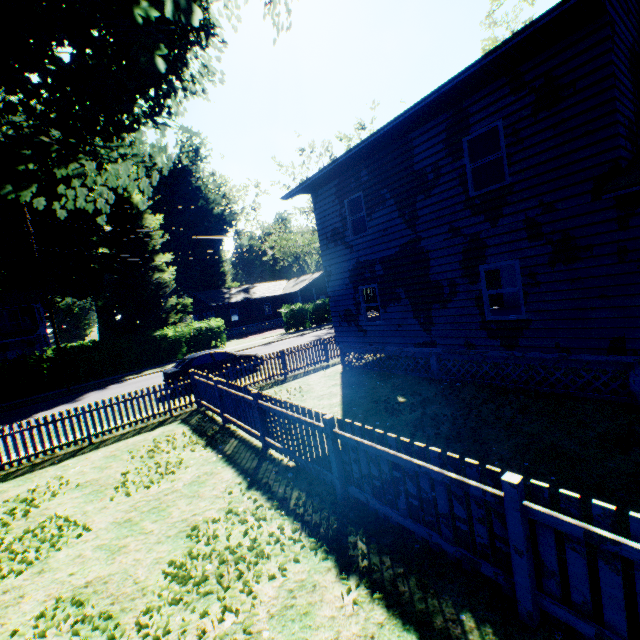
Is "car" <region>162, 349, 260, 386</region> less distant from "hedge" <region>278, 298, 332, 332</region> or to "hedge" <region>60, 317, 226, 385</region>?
"hedge" <region>60, 317, 226, 385</region>

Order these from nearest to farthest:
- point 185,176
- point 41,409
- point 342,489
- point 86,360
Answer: point 342,489
point 41,409
point 86,360
point 185,176

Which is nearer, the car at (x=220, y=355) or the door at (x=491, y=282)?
the car at (x=220, y=355)

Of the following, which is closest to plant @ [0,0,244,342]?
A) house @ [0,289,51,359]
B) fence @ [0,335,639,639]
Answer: fence @ [0,335,639,639]

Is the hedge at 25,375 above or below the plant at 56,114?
below

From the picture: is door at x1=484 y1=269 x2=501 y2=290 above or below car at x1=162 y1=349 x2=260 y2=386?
above

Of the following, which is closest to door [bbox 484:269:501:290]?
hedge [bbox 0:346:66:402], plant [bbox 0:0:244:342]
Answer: plant [bbox 0:0:244:342]

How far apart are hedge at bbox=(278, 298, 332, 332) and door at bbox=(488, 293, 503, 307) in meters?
19.1
